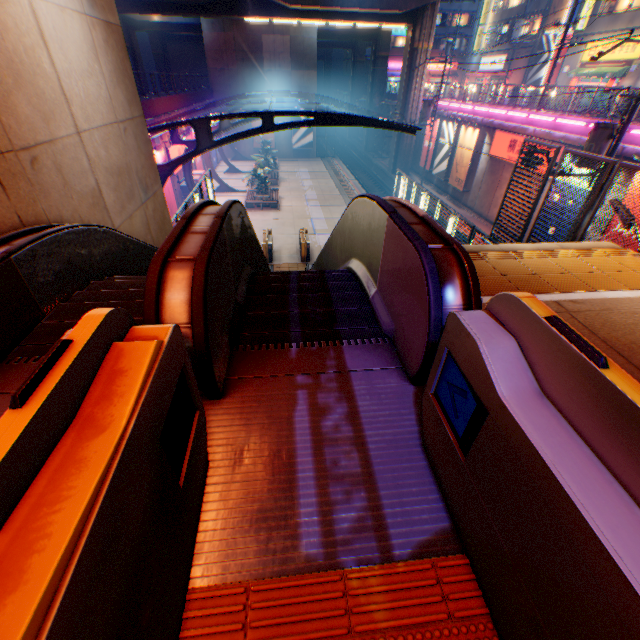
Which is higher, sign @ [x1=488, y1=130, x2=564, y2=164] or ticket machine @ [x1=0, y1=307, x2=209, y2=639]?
ticket machine @ [x1=0, y1=307, x2=209, y2=639]

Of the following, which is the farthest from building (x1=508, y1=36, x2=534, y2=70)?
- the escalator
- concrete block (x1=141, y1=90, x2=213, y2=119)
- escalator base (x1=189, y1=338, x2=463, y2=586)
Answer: escalator base (x1=189, y1=338, x2=463, y2=586)

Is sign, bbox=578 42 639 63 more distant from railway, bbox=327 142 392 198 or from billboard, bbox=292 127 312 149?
billboard, bbox=292 127 312 149

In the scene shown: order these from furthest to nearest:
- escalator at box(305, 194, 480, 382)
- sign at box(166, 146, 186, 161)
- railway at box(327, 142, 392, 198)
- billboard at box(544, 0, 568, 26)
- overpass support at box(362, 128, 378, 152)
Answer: overpass support at box(362, 128, 378, 152) → railway at box(327, 142, 392, 198) → billboard at box(544, 0, 568, 26) → sign at box(166, 146, 186, 161) → escalator at box(305, 194, 480, 382)

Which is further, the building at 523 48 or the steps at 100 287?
the building at 523 48

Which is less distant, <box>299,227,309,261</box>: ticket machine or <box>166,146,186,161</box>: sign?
<box>299,227,309,261</box>: ticket machine

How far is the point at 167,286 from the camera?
2.2m

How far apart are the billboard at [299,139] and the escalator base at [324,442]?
43.24m
